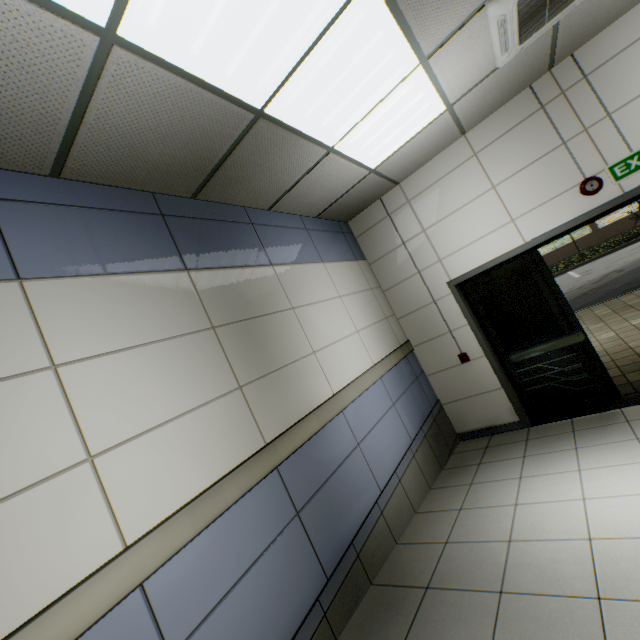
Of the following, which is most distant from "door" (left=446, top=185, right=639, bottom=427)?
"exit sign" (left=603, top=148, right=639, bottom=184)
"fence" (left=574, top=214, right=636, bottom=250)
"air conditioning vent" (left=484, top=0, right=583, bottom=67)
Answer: "fence" (left=574, top=214, right=636, bottom=250)

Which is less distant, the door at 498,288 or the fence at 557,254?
the door at 498,288

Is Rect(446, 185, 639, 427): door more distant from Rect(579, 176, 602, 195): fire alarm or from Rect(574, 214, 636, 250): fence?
Rect(574, 214, 636, 250): fence

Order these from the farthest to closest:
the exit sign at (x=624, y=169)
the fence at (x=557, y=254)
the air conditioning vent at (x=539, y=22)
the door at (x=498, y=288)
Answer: the fence at (x=557, y=254), the door at (x=498, y=288), the exit sign at (x=624, y=169), the air conditioning vent at (x=539, y=22)

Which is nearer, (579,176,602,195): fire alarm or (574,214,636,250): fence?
(579,176,602,195): fire alarm

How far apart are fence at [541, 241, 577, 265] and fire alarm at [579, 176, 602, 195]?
31.17m

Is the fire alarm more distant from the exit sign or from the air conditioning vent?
the air conditioning vent

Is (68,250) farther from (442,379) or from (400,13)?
(442,379)
